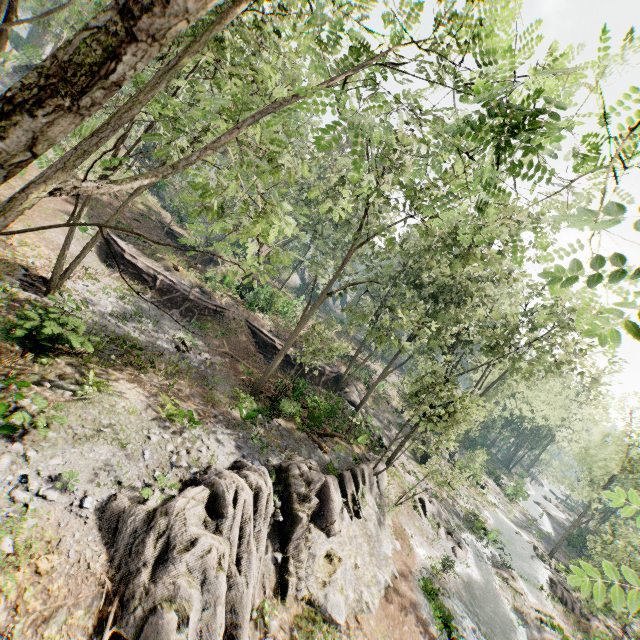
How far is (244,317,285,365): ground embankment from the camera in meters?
28.7

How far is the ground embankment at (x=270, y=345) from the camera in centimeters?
2868cm

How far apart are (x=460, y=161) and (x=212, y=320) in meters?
24.7 m

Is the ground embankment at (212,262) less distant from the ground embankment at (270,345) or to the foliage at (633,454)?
the foliage at (633,454)

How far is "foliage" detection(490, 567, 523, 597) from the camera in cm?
2505

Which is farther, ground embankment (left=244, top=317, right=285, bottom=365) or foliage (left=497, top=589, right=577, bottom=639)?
ground embankment (left=244, top=317, right=285, bottom=365)

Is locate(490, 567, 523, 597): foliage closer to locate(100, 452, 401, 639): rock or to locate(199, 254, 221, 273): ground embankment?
locate(100, 452, 401, 639): rock

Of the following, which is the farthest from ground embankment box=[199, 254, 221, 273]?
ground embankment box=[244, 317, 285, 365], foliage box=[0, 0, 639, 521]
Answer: ground embankment box=[244, 317, 285, 365]
